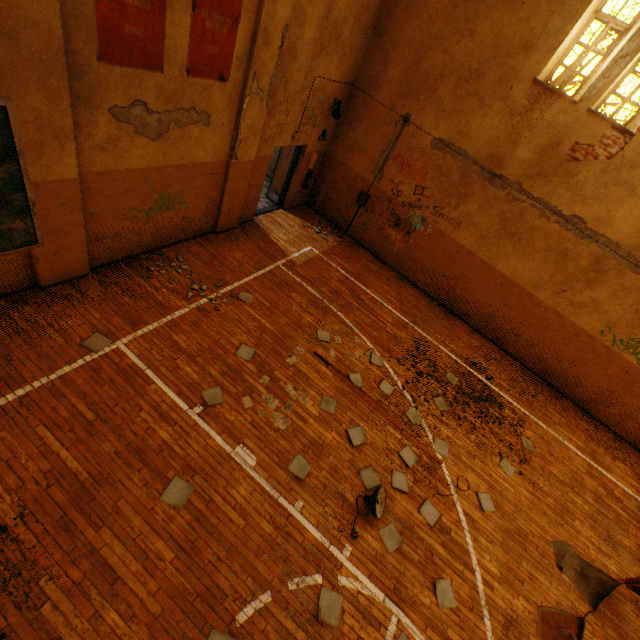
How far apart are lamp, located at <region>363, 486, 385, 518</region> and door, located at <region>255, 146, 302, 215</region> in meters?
8.0 m

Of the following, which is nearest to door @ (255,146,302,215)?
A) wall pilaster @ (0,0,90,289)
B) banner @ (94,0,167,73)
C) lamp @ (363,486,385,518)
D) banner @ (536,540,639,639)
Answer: banner @ (94,0,167,73)

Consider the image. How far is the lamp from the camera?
5.07m

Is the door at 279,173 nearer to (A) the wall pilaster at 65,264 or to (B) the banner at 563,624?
(A) the wall pilaster at 65,264

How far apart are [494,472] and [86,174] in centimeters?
944cm

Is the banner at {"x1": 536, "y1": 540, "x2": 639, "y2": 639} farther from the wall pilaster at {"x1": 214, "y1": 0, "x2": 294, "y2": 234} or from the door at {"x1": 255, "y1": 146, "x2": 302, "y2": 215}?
the door at {"x1": 255, "y1": 146, "x2": 302, "y2": 215}

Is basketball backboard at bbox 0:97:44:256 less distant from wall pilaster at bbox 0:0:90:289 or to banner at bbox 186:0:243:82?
wall pilaster at bbox 0:0:90:289

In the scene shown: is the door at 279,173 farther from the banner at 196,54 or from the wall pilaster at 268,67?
the banner at 196,54
